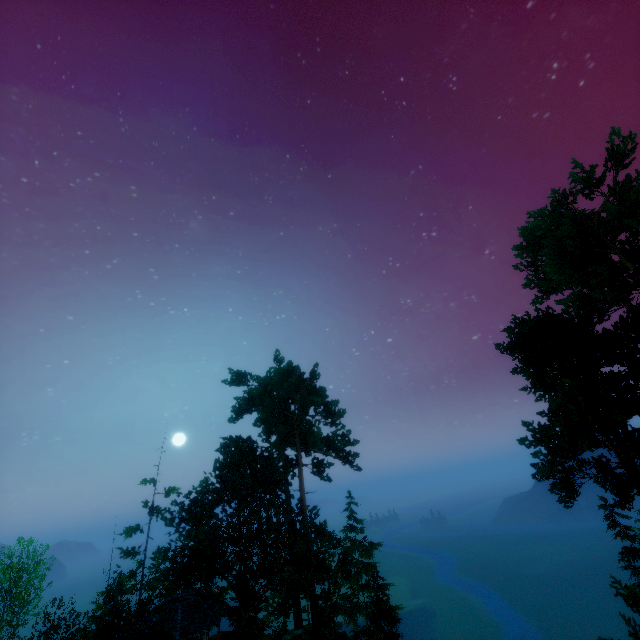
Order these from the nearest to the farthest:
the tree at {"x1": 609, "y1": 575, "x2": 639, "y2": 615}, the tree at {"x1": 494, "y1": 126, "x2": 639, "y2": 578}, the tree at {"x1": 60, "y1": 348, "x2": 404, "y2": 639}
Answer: the tree at {"x1": 609, "y1": 575, "x2": 639, "y2": 615} → the tree at {"x1": 494, "y1": 126, "x2": 639, "y2": 578} → the tree at {"x1": 60, "y1": 348, "x2": 404, "y2": 639}

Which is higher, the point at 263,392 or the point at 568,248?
the point at 263,392

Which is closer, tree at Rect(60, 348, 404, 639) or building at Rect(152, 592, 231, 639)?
tree at Rect(60, 348, 404, 639)

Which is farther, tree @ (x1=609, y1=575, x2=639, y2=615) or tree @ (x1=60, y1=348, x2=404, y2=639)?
tree @ (x1=60, y1=348, x2=404, y2=639)

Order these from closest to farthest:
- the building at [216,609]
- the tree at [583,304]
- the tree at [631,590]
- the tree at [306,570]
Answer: the tree at [631,590]
the tree at [583,304]
the tree at [306,570]
the building at [216,609]

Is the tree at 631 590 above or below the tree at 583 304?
below
